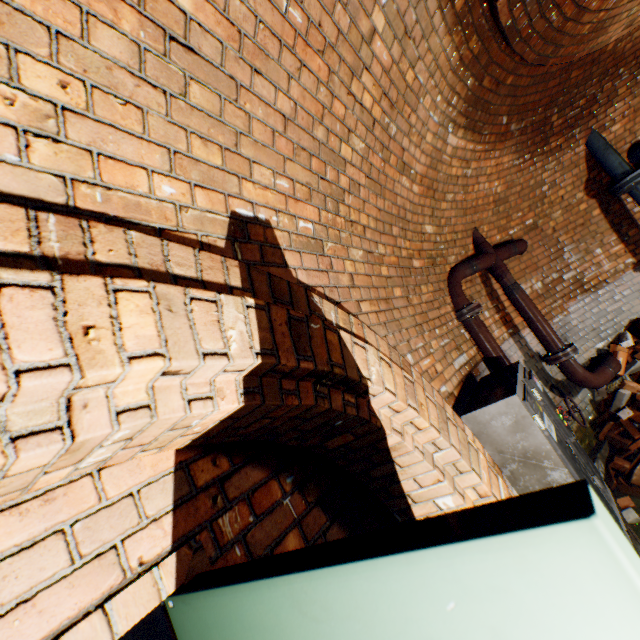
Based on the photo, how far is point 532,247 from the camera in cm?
500

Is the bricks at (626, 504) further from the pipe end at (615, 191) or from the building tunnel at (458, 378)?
the pipe end at (615, 191)

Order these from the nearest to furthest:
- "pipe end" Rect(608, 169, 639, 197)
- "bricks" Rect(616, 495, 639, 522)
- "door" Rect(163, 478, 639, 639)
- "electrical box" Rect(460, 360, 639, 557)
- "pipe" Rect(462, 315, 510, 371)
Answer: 1. "door" Rect(163, 478, 639, 639)
2. "electrical box" Rect(460, 360, 639, 557)
3. "bricks" Rect(616, 495, 639, 522)
4. "pipe" Rect(462, 315, 510, 371)
5. "pipe end" Rect(608, 169, 639, 197)

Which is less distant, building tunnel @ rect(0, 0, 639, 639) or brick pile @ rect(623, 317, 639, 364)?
building tunnel @ rect(0, 0, 639, 639)

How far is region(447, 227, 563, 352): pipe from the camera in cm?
387

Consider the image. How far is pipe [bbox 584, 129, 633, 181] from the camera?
4.50m

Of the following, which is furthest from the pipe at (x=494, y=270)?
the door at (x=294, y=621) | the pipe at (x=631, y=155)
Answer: the door at (x=294, y=621)

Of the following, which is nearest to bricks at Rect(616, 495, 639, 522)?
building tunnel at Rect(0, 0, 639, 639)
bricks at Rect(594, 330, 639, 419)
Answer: building tunnel at Rect(0, 0, 639, 639)
